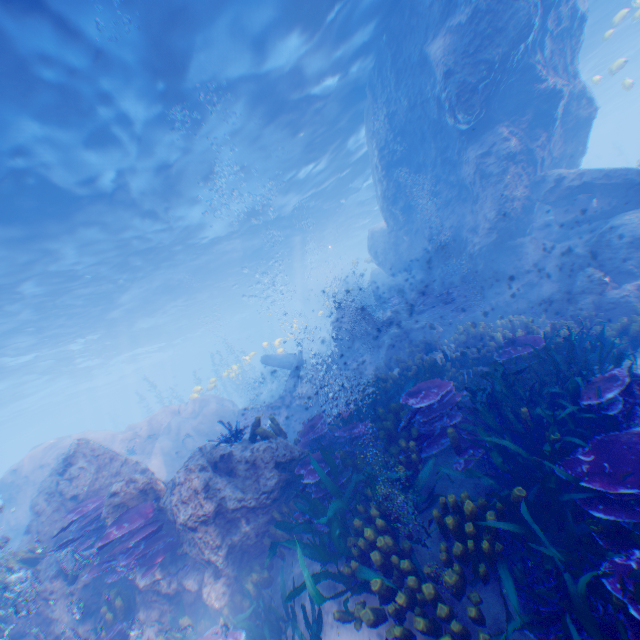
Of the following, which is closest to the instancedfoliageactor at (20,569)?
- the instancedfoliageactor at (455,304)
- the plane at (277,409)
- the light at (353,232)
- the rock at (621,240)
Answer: the rock at (621,240)

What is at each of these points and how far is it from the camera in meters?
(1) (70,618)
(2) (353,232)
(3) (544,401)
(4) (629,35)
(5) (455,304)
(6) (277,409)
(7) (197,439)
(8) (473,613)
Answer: (1) rock, 6.2
(2) light, 40.2
(3) instancedfoliageactor, 5.5
(4) light, 23.8
(5) instancedfoliageactor, 13.2
(6) plane, 16.7
(7) rock, 15.7
(8) instancedfoliageactor, 3.4

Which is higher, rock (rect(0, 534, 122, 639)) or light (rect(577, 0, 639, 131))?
light (rect(577, 0, 639, 131))

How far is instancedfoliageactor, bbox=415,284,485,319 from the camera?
12.8m

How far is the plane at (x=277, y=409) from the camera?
16.11m

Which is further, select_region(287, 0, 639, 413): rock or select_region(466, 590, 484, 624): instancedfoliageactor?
select_region(287, 0, 639, 413): rock

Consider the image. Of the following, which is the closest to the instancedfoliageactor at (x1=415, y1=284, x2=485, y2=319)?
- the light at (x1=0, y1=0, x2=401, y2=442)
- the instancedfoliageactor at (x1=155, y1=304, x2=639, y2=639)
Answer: the instancedfoliageactor at (x1=155, y1=304, x2=639, y2=639)

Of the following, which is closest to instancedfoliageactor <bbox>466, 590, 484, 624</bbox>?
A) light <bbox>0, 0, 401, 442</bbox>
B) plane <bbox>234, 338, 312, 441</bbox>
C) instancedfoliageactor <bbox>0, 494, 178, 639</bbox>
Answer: plane <bbox>234, 338, 312, 441</bbox>
